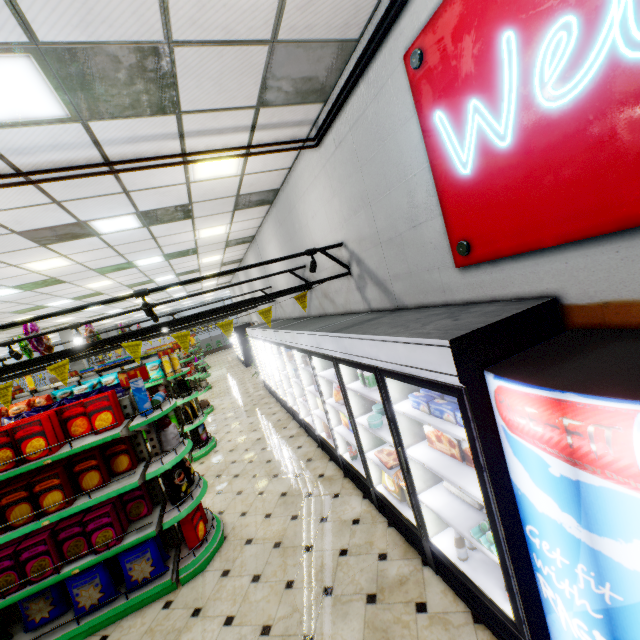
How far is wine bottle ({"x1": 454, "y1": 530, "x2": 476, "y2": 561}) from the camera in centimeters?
264cm

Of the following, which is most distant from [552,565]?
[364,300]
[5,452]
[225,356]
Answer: [225,356]

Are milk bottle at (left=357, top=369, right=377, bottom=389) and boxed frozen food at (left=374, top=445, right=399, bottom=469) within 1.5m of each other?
yes

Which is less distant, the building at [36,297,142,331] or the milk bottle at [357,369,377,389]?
the milk bottle at [357,369,377,389]

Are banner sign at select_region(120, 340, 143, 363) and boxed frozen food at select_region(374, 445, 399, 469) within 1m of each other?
no

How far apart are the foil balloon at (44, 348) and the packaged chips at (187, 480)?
3.91m

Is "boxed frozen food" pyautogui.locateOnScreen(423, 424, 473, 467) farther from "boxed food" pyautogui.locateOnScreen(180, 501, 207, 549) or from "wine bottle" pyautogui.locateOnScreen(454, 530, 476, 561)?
"boxed food" pyautogui.locateOnScreen(180, 501, 207, 549)

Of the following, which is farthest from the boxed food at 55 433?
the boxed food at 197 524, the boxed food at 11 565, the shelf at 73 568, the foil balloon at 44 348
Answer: the foil balloon at 44 348
